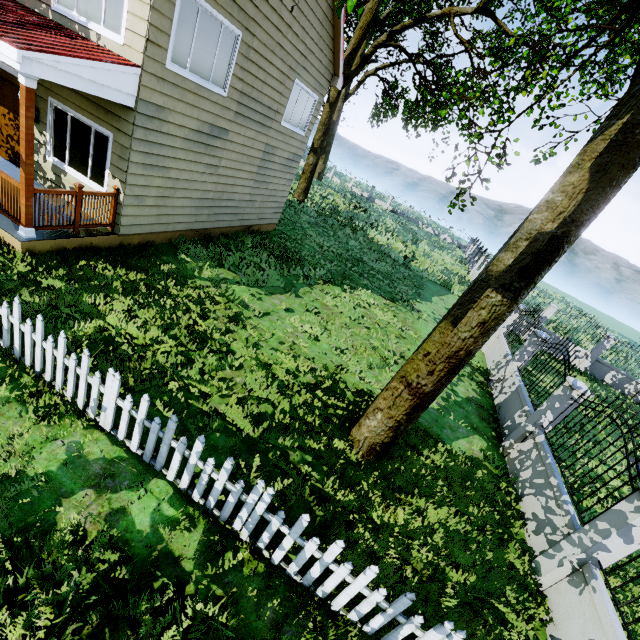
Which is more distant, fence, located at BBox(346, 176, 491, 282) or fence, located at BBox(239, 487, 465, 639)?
fence, located at BBox(346, 176, 491, 282)

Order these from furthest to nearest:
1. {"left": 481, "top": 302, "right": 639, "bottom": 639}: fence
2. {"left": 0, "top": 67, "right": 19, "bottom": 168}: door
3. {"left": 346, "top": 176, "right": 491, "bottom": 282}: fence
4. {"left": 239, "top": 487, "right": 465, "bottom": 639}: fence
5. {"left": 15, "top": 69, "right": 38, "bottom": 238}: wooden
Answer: {"left": 346, "top": 176, "right": 491, "bottom": 282}: fence < {"left": 0, "top": 67, "right": 19, "bottom": 168}: door < {"left": 15, "top": 69, "right": 38, "bottom": 238}: wooden < {"left": 481, "top": 302, "right": 639, "bottom": 639}: fence < {"left": 239, "top": 487, "right": 465, "bottom": 639}: fence

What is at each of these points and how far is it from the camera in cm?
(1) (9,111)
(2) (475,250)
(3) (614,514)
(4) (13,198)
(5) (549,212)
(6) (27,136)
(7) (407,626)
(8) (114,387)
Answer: (1) door, 793
(2) fence, 3275
(3) fence, 454
(4) wooden rail, 602
(5) tree, 383
(6) wooden, 536
(7) fence, 326
(8) fence, 386

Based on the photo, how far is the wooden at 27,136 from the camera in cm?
504

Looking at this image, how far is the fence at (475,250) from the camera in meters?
26.8

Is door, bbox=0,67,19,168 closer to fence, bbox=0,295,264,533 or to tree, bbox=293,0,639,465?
fence, bbox=0,295,264,533

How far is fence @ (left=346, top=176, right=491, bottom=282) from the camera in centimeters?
2675cm
